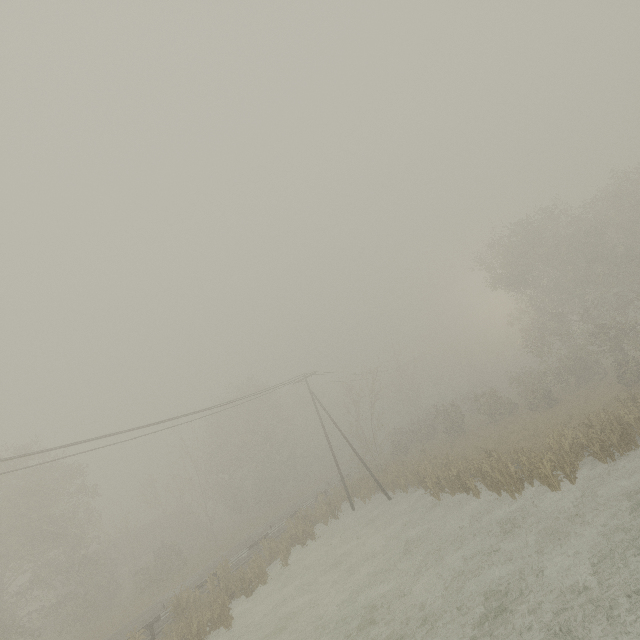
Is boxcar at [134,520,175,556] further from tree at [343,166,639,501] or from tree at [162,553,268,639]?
tree at [162,553,268,639]

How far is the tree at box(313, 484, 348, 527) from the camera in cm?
2715

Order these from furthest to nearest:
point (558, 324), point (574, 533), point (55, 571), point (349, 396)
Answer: point (349, 396) → point (558, 324) → point (55, 571) → point (574, 533)

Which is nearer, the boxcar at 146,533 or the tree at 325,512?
the tree at 325,512

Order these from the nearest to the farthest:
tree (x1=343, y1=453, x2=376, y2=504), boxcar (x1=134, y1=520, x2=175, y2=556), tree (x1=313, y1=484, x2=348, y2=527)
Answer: tree (x1=313, y1=484, x2=348, y2=527) → tree (x1=343, y1=453, x2=376, y2=504) → boxcar (x1=134, y1=520, x2=175, y2=556)

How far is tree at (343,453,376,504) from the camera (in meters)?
28.16

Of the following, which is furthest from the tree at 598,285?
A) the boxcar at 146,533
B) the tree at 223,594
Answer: the boxcar at 146,533

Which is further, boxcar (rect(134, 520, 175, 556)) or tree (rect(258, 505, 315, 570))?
boxcar (rect(134, 520, 175, 556))
